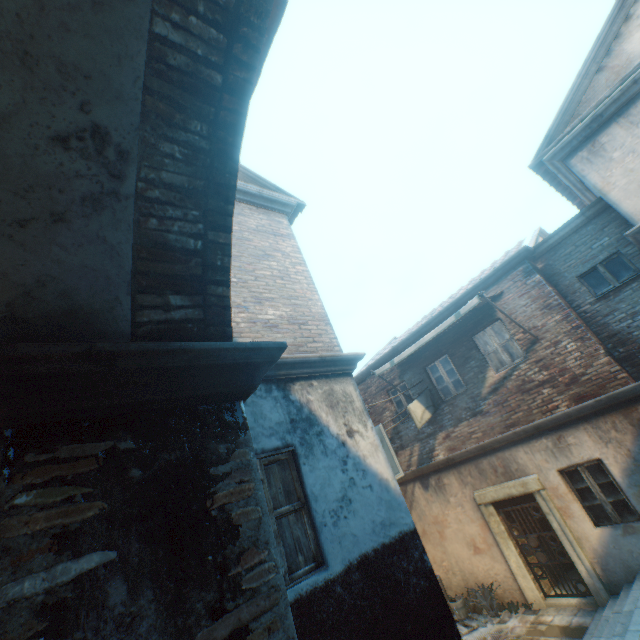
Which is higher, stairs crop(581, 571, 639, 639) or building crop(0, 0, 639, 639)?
building crop(0, 0, 639, 639)

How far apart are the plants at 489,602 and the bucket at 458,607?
0.1 meters

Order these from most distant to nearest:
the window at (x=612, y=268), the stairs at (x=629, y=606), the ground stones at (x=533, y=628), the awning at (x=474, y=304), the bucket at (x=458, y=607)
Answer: the bucket at (x=458, y=607), the awning at (x=474, y=304), the window at (x=612, y=268), the ground stones at (x=533, y=628), the stairs at (x=629, y=606)

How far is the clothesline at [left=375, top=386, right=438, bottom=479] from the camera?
8.7 meters

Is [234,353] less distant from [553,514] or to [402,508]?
[402,508]

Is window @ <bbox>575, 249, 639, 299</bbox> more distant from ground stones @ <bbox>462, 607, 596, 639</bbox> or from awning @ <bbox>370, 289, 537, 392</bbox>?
ground stones @ <bbox>462, 607, 596, 639</bbox>

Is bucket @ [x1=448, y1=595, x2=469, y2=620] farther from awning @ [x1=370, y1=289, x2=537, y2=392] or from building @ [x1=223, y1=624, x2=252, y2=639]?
awning @ [x1=370, y1=289, x2=537, y2=392]
